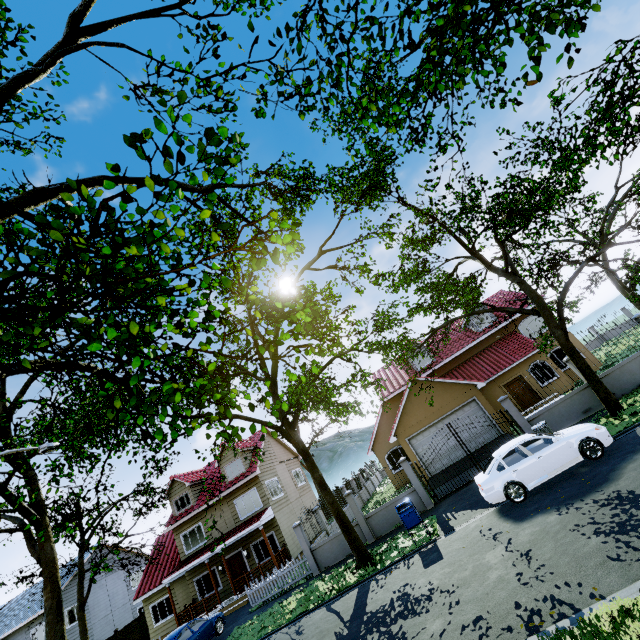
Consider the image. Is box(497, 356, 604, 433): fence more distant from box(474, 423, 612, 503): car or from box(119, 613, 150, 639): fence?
box(119, 613, 150, 639): fence

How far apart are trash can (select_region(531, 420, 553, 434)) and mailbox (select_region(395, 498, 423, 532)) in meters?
5.9 m

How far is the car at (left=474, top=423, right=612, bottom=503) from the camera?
10.3 meters

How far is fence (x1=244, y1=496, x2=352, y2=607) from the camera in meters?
16.3

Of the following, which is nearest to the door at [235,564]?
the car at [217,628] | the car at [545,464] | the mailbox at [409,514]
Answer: the car at [217,628]

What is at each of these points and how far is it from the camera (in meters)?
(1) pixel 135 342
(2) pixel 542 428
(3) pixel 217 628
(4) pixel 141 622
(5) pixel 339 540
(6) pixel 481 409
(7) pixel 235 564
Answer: (1) tree, 3.63
(2) trash can, 13.26
(3) car, 16.31
(4) fence, 27.03
(5) fence, 16.39
(6) garage door, 19.89
(7) door, 21.98

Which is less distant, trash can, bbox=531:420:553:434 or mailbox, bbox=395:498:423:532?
mailbox, bbox=395:498:423:532

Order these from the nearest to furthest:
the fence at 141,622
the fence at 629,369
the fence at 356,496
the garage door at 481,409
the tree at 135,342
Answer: the tree at 135,342 → the fence at 629,369 → the fence at 356,496 → the garage door at 481,409 → the fence at 141,622
